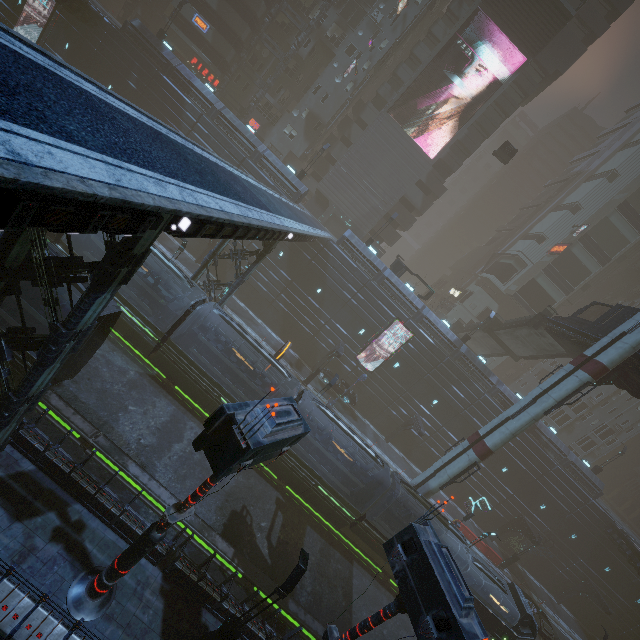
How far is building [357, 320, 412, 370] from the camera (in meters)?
34.94

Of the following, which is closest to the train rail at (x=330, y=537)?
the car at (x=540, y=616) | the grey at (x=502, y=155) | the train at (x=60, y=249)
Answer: the train at (x=60, y=249)

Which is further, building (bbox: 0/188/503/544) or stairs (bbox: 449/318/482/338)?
stairs (bbox: 449/318/482/338)

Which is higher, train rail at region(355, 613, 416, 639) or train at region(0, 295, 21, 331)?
train at region(0, 295, 21, 331)

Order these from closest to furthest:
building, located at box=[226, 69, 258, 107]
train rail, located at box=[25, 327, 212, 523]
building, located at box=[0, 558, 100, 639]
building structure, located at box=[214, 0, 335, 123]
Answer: building, located at box=[0, 558, 100, 639] < train rail, located at box=[25, 327, 212, 523] < building structure, located at box=[214, 0, 335, 123] < building, located at box=[226, 69, 258, 107]

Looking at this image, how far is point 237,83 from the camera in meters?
42.8

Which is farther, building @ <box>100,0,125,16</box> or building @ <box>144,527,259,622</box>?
building @ <box>100,0,125,16</box>

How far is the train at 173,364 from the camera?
15.0m
